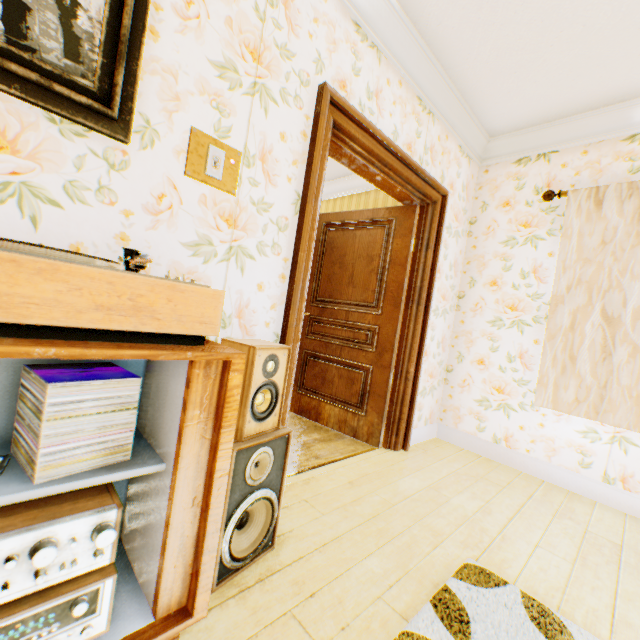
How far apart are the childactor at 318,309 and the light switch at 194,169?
1.8m

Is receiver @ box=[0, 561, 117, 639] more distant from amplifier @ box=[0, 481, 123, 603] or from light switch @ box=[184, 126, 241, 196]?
light switch @ box=[184, 126, 241, 196]

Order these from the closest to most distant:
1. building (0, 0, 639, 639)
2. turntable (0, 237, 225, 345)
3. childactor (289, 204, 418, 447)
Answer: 1. turntable (0, 237, 225, 345)
2. building (0, 0, 639, 639)
3. childactor (289, 204, 418, 447)

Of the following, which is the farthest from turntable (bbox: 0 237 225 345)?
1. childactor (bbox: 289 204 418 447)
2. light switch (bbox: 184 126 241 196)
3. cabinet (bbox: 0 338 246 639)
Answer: childactor (bbox: 289 204 418 447)

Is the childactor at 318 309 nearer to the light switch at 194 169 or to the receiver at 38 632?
the light switch at 194 169

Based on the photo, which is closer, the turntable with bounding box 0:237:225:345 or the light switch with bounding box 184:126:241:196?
the turntable with bounding box 0:237:225:345

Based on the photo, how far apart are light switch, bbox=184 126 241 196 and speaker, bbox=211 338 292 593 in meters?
0.8

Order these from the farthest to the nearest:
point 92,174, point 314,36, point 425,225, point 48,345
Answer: point 425,225
point 314,36
point 92,174
point 48,345
